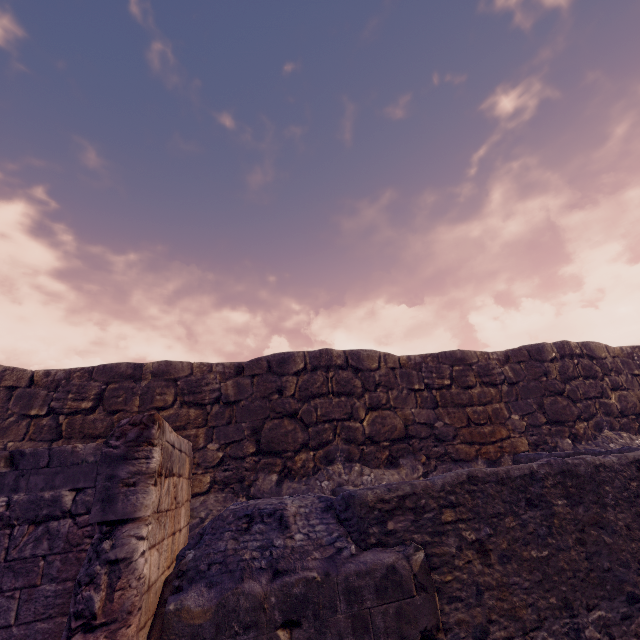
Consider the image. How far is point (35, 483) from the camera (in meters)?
3.83
